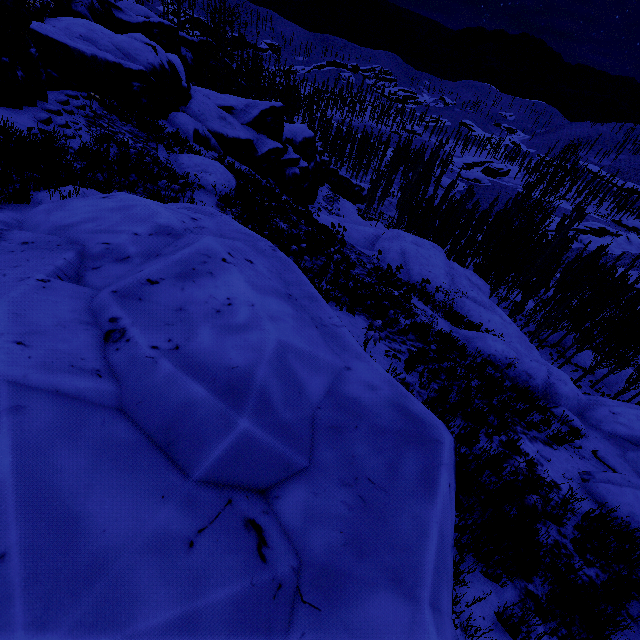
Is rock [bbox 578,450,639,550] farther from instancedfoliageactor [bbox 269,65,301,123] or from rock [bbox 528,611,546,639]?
instancedfoliageactor [bbox 269,65,301,123]

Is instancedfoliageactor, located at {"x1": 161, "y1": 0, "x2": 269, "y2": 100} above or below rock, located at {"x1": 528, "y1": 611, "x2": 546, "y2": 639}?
below

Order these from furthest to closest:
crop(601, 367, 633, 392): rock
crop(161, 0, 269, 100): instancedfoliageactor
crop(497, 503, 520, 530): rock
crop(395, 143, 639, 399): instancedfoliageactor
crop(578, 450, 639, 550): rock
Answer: crop(601, 367, 633, 392): rock, crop(161, 0, 269, 100): instancedfoliageactor, crop(395, 143, 639, 399): instancedfoliageactor, crop(578, 450, 639, 550): rock, crop(497, 503, 520, 530): rock

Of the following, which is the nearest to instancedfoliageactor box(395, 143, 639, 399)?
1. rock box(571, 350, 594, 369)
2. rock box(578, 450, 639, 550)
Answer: rock box(571, 350, 594, 369)

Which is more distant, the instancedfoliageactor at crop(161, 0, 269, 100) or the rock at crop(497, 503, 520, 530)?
the instancedfoliageactor at crop(161, 0, 269, 100)

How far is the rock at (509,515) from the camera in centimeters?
450cm

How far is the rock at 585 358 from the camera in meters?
31.7

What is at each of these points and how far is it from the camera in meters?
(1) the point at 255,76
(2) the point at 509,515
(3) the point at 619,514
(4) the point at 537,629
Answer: (1) instancedfoliageactor, 41.3 m
(2) rock, 4.7 m
(3) rock, 6.0 m
(4) rock, 3.6 m
